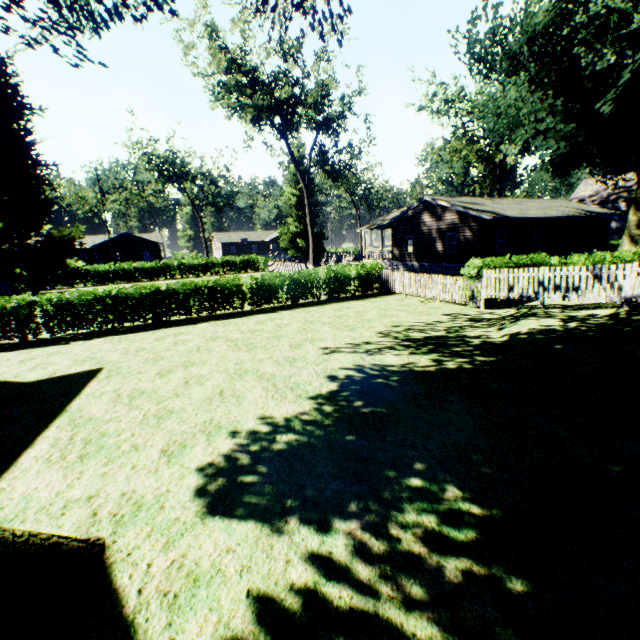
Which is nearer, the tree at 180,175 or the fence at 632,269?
the fence at 632,269

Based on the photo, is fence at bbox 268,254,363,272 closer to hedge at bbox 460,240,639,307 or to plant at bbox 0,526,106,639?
plant at bbox 0,526,106,639

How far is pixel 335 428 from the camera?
5.9m

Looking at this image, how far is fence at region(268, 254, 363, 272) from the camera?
31.2 meters

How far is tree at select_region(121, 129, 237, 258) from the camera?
47.1 meters

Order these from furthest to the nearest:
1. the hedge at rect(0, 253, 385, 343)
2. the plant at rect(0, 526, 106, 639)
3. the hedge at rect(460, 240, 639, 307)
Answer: the hedge at rect(460, 240, 639, 307) < the hedge at rect(0, 253, 385, 343) < the plant at rect(0, 526, 106, 639)

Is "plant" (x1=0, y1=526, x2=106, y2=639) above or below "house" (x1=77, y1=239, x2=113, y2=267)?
below

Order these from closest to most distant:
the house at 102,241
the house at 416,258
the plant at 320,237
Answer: the house at 416,258 → the plant at 320,237 → the house at 102,241
